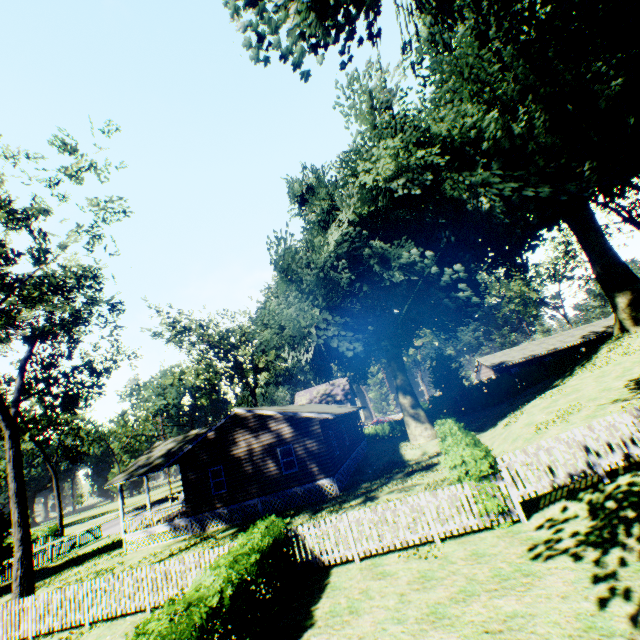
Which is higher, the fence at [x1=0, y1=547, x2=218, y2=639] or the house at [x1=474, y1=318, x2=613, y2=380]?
the house at [x1=474, y1=318, x2=613, y2=380]

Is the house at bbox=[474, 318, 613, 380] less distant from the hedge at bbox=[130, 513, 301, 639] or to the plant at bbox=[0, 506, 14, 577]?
the plant at bbox=[0, 506, 14, 577]

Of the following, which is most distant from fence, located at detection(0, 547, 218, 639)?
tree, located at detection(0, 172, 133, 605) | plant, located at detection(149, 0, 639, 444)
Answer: tree, located at detection(0, 172, 133, 605)

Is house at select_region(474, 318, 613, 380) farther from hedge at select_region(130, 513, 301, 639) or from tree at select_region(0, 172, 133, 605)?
hedge at select_region(130, 513, 301, 639)

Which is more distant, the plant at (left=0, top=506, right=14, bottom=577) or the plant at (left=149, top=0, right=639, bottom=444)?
the plant at (left=0, top=506, right=14, bottom=577)

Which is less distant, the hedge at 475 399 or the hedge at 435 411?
the hedge at 435 411

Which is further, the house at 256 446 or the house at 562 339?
the house at 562 339

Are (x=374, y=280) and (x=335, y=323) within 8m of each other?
yes
